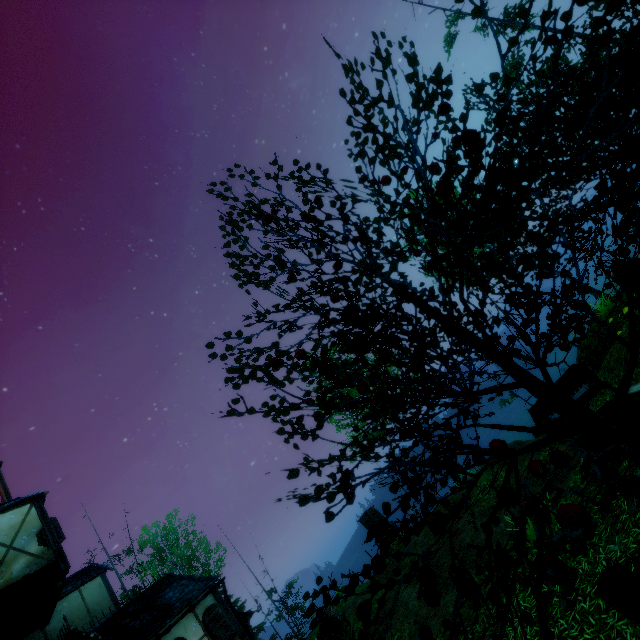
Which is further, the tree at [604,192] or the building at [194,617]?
the building at [194,617]

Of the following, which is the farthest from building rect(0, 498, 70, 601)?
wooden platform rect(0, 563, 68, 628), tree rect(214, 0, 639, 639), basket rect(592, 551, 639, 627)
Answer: basket rect(592, 551, 639, 627)

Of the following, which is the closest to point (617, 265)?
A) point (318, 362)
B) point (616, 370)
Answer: point (318, 362)

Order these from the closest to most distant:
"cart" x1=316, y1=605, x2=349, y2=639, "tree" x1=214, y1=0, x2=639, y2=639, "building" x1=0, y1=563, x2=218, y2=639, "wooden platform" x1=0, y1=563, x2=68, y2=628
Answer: "tree" x1=214, y1=0, x2=639, y2=639
"wooden platform" x1=0, y1=563, x2=68, y2=628
"cart" x1=316, y1=605, x2=349, y2=639
"building" x1=0, y1=563, x2=218, y2=639

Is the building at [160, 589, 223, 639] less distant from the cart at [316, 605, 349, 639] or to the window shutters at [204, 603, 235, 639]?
the window shutters at [204, 603, 235, 639]

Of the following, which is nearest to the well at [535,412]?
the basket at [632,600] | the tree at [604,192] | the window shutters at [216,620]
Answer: the tree at [604,192]

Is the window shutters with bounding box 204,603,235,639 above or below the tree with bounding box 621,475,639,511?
above

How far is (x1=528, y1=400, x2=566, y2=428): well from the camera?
7.9 meters
